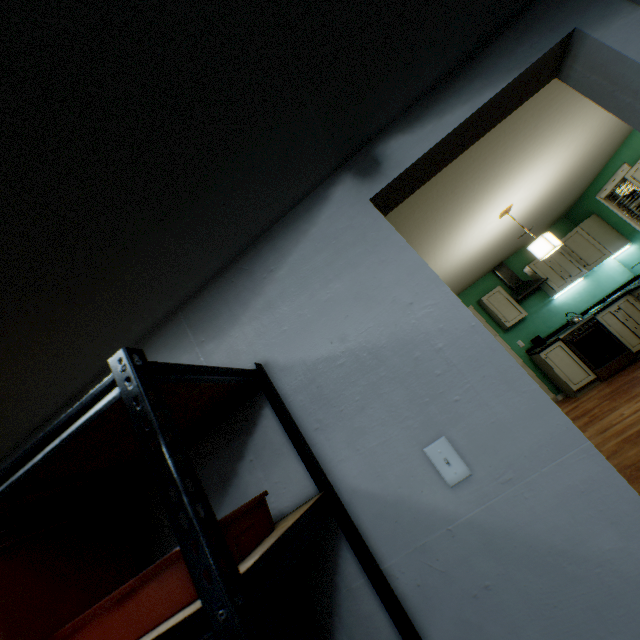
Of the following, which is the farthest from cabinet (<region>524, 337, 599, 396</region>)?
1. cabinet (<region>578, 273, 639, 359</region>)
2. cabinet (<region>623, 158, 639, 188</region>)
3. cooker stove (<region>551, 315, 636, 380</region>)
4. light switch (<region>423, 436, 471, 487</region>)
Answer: light switch (<region>423, 436, 471, 487</region>)

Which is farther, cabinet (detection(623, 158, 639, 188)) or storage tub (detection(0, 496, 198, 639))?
cabinet (detection(623, 158, 639, 188))

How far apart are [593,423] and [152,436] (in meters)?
4.95

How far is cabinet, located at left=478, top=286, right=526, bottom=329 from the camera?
A: 5.74m

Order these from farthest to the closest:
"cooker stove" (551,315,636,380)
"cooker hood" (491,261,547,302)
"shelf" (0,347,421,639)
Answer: "cooker hood" (491,261,547,302) → "cooker stove" (551,315,636,380) → "shelf" (0,347,421,639)

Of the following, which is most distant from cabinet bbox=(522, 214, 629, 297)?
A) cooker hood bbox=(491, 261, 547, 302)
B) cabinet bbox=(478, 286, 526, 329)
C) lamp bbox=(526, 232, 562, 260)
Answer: lamp bbox=(526, 232, 562, 260)

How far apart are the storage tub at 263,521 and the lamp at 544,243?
3.8m

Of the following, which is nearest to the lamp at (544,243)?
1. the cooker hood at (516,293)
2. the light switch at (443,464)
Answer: the cooker hood at (516,293)
